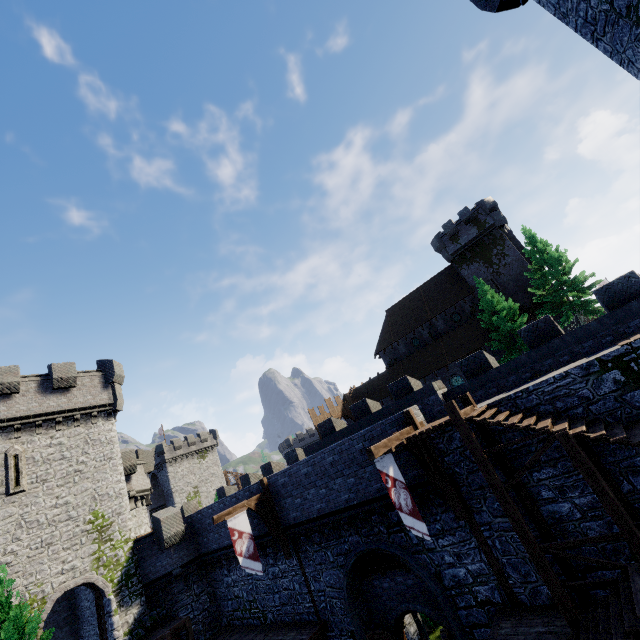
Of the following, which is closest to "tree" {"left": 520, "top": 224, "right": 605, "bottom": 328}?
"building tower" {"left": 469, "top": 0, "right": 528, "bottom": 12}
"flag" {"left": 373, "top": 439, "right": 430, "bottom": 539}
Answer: "flag" {"left": 373, "top": 439, "right": 430, "bottom": 539}

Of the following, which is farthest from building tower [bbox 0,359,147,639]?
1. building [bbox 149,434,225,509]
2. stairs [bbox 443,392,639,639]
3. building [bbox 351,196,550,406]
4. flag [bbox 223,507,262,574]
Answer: building [bbox 351,196,550,406]

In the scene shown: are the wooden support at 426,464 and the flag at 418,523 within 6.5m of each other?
yes

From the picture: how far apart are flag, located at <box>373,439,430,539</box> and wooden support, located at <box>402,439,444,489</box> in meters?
0.4

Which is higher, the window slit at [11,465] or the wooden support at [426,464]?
the window slit at [11,465]

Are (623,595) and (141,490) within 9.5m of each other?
no

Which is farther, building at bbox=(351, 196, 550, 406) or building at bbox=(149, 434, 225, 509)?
building at bbox=(149, 434, 225, 509)

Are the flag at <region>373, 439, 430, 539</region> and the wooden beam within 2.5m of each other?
yes
